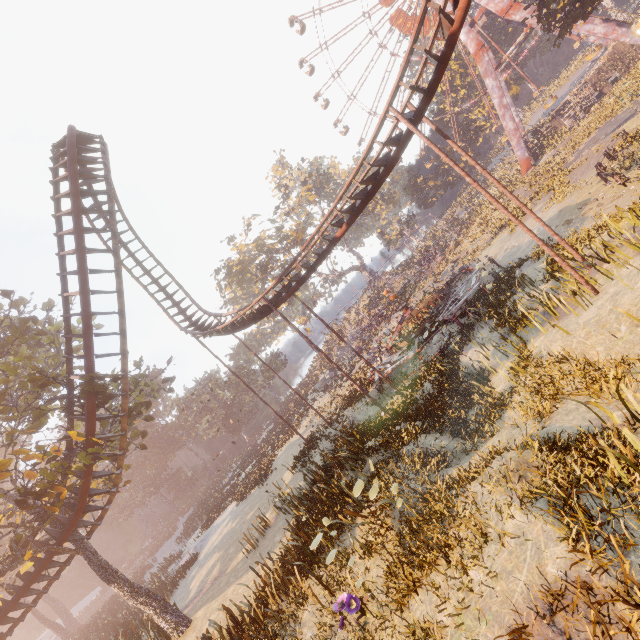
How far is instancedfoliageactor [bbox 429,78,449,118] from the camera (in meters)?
53.00

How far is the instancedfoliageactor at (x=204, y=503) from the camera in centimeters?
3038cm

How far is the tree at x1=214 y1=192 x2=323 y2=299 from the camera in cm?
4669

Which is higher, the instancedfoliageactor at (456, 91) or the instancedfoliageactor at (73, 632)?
the instancedfoliageactor at (456, 91)

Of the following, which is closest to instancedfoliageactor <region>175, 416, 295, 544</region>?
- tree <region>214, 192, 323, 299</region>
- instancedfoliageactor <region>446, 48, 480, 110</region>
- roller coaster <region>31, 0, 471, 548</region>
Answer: roller coaster <region>31, 0, 471, 548</region>

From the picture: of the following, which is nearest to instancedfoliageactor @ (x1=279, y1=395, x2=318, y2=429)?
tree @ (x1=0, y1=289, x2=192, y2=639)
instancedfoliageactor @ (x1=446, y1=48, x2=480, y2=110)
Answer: tree @ (x1=0, y1=289, x2=192, y2=639)

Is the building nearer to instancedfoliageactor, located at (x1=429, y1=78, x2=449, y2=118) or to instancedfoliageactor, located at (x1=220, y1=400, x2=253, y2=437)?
instancedfoliageactor, located at (x1=429, y1=78, x2=449, y2=118)

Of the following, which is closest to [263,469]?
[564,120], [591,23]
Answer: [564,120]
